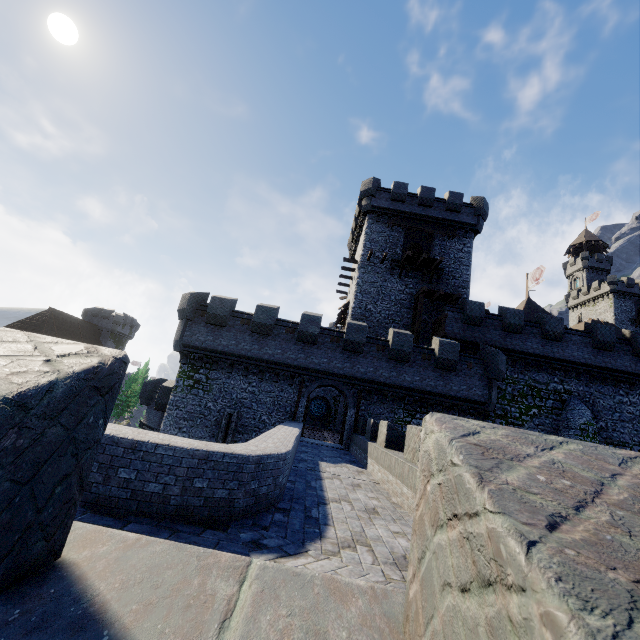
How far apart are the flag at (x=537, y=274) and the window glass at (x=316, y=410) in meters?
31.5 m

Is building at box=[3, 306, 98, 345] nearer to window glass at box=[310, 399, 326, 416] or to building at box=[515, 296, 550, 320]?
window glass at box=[310, 399, 326, 416]

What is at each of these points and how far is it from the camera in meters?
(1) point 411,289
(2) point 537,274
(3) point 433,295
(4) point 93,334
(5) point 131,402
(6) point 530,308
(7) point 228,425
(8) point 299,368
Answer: (1) building, 27.4
(2) flag, 43.0
(3) wooden platform, 26.4
(4) building, 59.4
(5) tree, 58.9
(6) building, 42.5
(7) window slit, 19.7
(8) building tower, 20.4

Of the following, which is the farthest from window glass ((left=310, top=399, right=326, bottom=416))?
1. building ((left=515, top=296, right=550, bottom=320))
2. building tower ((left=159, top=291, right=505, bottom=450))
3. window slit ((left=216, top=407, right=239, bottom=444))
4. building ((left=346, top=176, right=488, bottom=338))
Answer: building ((left=515, top=296, right=550, bottom=320))

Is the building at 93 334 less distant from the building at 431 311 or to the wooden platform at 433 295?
the building at 431 311

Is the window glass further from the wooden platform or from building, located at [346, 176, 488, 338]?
the wooden platform

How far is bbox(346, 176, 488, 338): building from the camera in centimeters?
2691cm

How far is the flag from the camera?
42.00m
